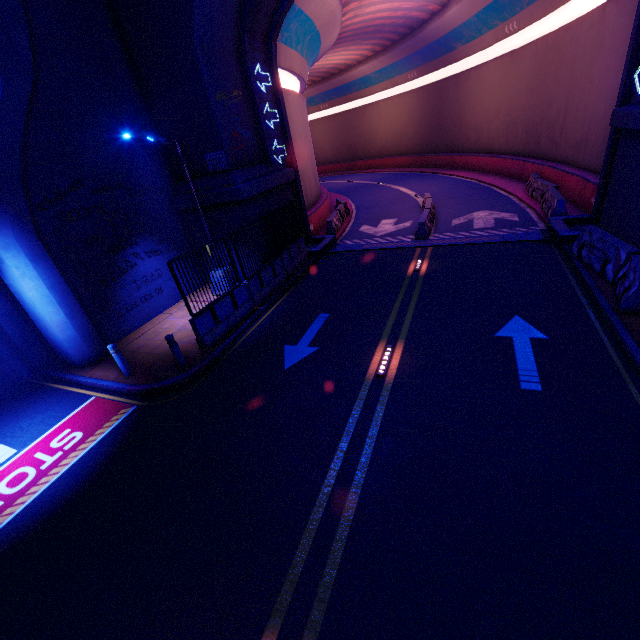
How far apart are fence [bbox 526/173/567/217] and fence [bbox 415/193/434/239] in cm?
487

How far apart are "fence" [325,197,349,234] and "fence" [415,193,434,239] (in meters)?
4.59

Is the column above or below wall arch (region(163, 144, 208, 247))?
below

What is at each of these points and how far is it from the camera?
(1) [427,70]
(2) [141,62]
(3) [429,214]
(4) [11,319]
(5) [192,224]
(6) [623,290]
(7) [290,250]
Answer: (1) tunnel, 31.05m
(2) wall arch, 11.45m
(3) fence, 16.62m
(4) column, 10.05m
(5) wall arch, 13.88m
(6) fence, 7.79m
(7) fence, 14.19m

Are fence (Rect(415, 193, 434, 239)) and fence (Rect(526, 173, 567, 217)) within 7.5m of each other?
yes

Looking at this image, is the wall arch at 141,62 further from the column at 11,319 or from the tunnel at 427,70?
the column at 11,319

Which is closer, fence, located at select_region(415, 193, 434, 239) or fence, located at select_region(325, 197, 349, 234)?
fence, located at select_region(415, 193, 434, 239)

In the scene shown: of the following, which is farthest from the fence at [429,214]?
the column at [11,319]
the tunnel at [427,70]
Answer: the column at [11,319]
